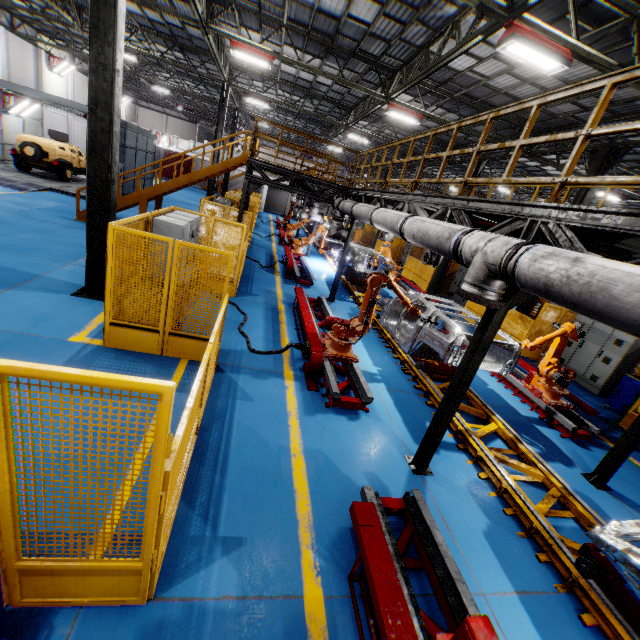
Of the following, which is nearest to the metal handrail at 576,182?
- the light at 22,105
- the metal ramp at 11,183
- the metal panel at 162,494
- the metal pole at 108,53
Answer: the metal panel at 162,494

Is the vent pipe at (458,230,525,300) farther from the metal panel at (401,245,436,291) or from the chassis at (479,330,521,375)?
the metal panel at (401,245,436,291)

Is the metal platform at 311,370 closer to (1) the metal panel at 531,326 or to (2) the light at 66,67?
(1) the metal panel at 531,326

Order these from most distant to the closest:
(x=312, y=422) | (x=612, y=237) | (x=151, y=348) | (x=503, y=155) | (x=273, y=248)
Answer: (x=273, y=248), (x=503, y=155), (x=151, y=348), (x=312, y=422), (x=612, y=237)

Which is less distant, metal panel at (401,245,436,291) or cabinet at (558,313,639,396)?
cabinet at (558,313,639,396)

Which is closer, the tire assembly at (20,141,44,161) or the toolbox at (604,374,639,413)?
the toolbox at (604,374,639,413)

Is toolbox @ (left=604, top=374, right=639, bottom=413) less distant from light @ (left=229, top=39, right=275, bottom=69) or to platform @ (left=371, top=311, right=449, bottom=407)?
platform @ (left=371, top=311, right=449, bottom=407)

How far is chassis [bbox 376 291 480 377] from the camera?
6.8m
